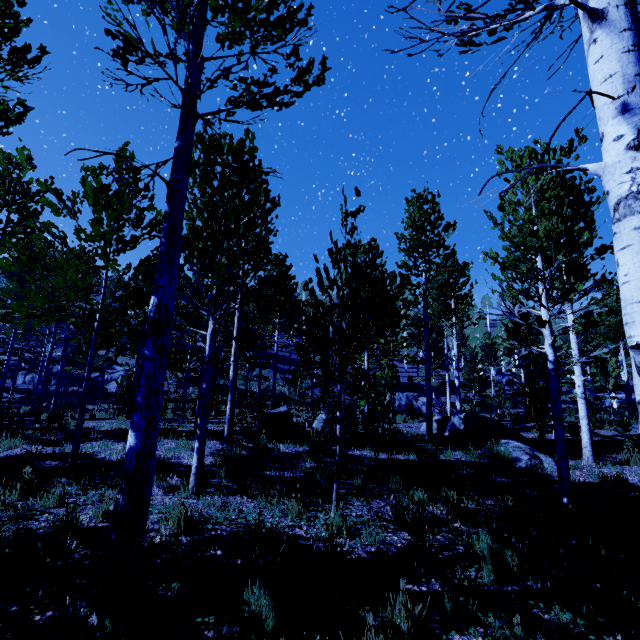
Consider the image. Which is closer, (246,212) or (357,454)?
(246,212)

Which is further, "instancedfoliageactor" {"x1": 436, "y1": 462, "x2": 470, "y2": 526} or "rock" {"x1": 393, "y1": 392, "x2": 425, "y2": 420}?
"rock" {"x1": 393, "y1": 392, "x2": 425, "y2": 420}

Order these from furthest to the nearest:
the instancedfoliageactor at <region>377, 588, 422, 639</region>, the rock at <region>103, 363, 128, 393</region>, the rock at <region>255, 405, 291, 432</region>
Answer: the rock at <region>103, 363, 128, 393</region> → the rock at <region>255, 405, 291, 432</region> → the instancedfoliageactor at <region>377, 588, 422, 639</region>

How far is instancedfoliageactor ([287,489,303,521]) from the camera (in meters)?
4.53

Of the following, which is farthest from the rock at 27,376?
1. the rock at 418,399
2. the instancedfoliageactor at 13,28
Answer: the rock at 418,399

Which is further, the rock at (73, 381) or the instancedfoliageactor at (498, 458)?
the rock at (73, 381)

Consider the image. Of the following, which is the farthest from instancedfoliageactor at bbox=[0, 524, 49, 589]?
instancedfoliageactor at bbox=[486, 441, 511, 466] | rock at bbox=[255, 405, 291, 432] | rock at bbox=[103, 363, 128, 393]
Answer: instancedfoliageactor at bbox=[486, 441, 511, 466]
